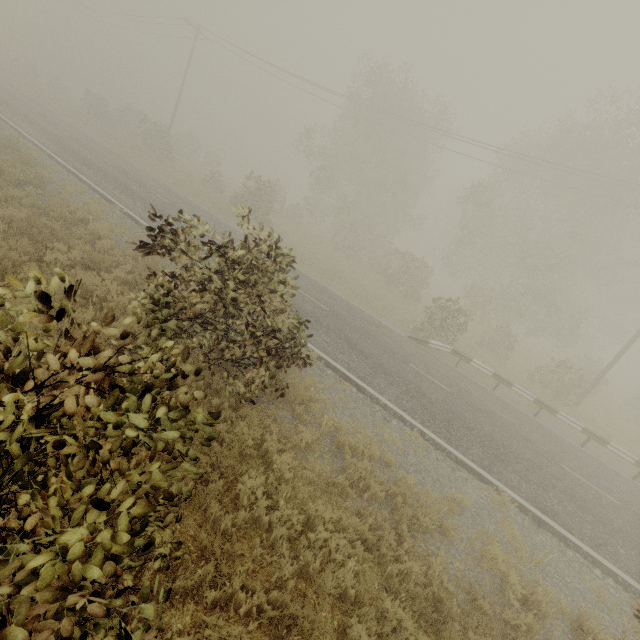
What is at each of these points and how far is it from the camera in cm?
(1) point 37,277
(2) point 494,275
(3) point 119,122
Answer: (1) tree, 199
(2) tree, 2797
(3) tree, 3912

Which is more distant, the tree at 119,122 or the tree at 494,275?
the tree at 119,122

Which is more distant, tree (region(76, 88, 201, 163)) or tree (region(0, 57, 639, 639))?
tree (region(76, 88, 201, 163))

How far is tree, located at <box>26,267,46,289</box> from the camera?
1.9m

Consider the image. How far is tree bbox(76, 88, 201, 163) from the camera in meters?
31.2 m

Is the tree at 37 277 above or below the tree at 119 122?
above

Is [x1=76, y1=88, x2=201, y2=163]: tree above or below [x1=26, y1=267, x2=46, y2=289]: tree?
below
